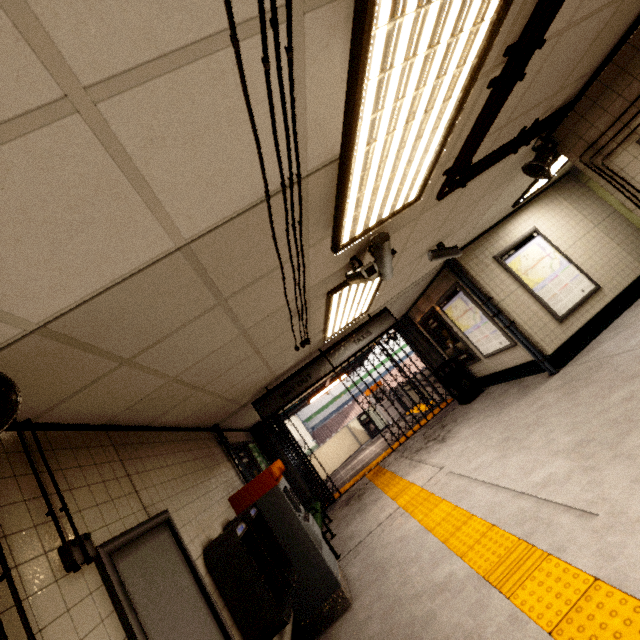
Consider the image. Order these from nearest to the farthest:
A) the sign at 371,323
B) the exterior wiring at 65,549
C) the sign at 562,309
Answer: the exterior wiring at 65,549
the sign at 371,323
the sign at 562,309

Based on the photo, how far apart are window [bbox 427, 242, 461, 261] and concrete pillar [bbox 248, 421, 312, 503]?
6.40m

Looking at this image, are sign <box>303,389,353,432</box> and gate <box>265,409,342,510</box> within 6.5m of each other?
no

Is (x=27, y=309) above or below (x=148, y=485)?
above

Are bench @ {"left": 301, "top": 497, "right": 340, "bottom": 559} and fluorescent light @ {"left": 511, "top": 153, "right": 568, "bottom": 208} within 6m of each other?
no

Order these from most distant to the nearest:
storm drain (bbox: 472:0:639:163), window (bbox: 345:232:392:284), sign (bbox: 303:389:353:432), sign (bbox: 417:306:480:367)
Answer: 1. sign (bbox: 303:389:353:432)
2. sign (bbox: 417:306:480:367)
3. window (bbox: 345:232:392:284)
4. storm drain (bbox: 472:0:639:163)

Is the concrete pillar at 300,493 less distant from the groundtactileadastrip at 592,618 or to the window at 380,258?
the groundtactileadastrip at 592,618

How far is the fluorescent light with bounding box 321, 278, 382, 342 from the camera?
3.8 meters
